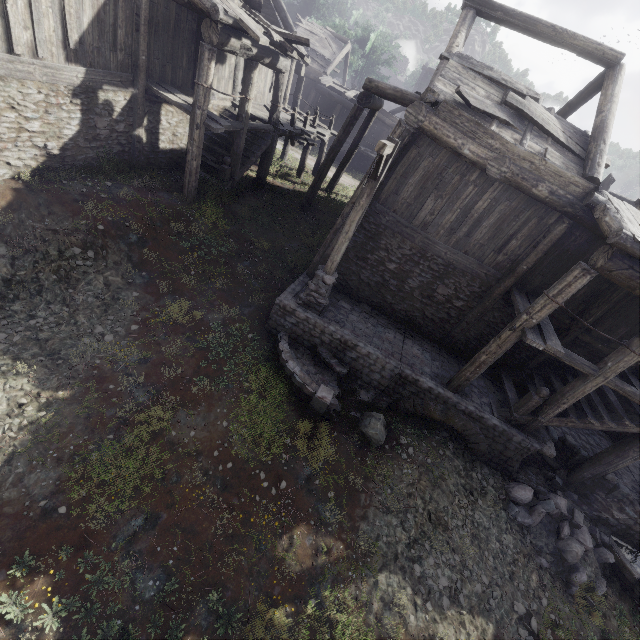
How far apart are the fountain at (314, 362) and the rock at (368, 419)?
0.3 meters

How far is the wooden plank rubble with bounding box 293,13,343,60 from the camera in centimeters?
2722cm

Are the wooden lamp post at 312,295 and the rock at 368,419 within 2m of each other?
no

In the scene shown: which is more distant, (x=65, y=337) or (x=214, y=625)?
(x=65, y=337)

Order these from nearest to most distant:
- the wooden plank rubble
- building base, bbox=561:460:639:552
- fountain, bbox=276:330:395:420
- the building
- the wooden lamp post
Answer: the wooden lamp post → the building → fountain, bbox=276:330:395:420 → building base, bbox=561:460:639:552 → the wooden plank rubble

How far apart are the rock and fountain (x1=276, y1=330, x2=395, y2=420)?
0.3m

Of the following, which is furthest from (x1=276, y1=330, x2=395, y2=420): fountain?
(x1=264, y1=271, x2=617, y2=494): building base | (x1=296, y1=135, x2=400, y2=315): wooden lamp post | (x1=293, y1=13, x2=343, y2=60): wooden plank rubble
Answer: (x1=293, y1=13, x2=343, y2=60): wooden plank rubble

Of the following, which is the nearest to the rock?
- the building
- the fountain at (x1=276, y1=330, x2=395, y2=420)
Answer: the fountain at (x1=276, y1=330, x2=395, y2=420)
